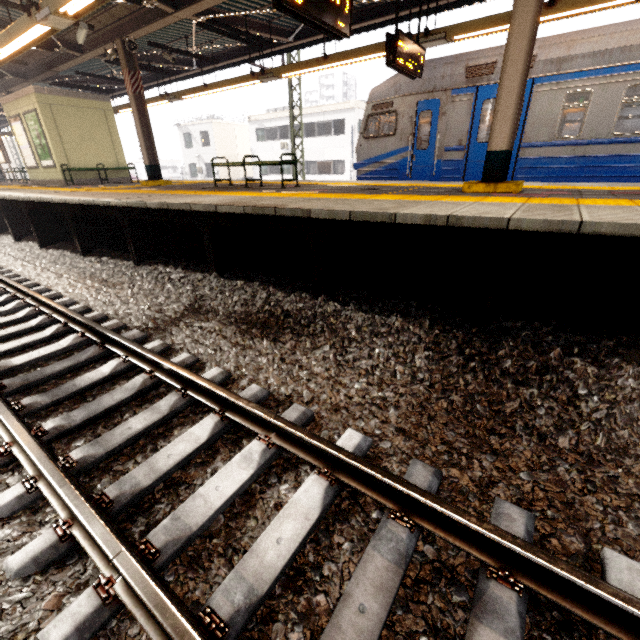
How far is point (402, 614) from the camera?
1.5 meters

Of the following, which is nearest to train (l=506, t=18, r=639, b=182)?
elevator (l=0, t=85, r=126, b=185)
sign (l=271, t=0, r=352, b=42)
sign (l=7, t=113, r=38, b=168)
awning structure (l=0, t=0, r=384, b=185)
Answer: awning structure (l=0, t=0, r=384, b=185)

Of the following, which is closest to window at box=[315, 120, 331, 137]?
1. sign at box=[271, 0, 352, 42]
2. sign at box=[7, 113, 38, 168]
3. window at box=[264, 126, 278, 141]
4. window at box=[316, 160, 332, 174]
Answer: window at box=[316, 160, 332, 174]

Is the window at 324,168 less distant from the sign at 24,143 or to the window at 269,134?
the window at 269,134

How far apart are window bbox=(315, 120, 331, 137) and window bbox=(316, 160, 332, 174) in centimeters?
172cm

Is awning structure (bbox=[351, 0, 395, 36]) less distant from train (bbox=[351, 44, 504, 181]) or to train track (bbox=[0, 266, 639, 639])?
train (bbox=[351, 44, 504, 181])

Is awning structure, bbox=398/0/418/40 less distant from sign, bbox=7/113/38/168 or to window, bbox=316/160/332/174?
sign, bbox=7/113/38/168

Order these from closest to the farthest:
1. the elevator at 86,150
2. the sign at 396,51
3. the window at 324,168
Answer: the sign at 396,51, the elevator at 86,150, the window at 324,168
